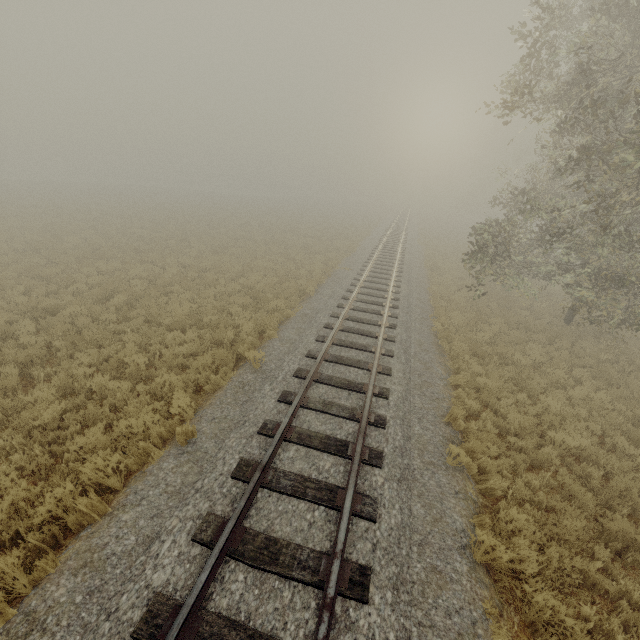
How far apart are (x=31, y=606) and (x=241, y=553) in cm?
244
